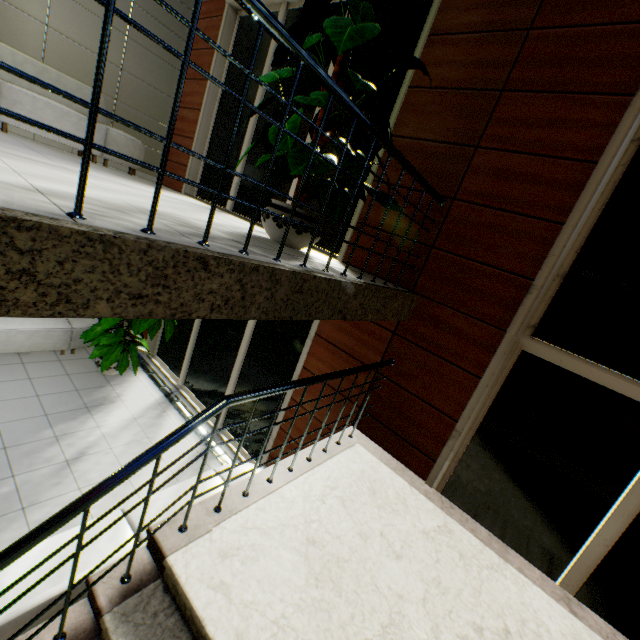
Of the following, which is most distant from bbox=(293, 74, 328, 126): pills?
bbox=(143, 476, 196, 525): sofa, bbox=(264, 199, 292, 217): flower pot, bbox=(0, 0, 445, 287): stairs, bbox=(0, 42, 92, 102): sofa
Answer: bbox=(0, 42, 92, 102): sofa

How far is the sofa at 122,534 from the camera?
2.59m

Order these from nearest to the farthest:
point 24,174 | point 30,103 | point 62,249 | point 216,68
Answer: point 62,249 → point 24,174 → point 30,103 → point 216,68

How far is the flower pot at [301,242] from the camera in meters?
3.0

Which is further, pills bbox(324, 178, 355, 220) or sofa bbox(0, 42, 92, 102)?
sofa bbox(0, 42, 92, 102)

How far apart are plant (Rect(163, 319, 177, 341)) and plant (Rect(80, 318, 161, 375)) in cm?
68

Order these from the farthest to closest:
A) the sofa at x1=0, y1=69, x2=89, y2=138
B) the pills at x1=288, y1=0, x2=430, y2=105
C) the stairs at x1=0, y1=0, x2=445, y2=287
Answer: the sofa at x1=0, y1=69, x2=89, y2=138
the pills at x1=288, y1=0, x2=430, y2=105
the stairs at x1=0, y1=0, x2=445, y2=287

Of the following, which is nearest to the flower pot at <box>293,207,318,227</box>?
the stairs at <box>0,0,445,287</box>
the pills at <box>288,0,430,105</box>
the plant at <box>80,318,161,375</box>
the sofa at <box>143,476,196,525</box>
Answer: the pills at <box>288,0,430,105</box>
